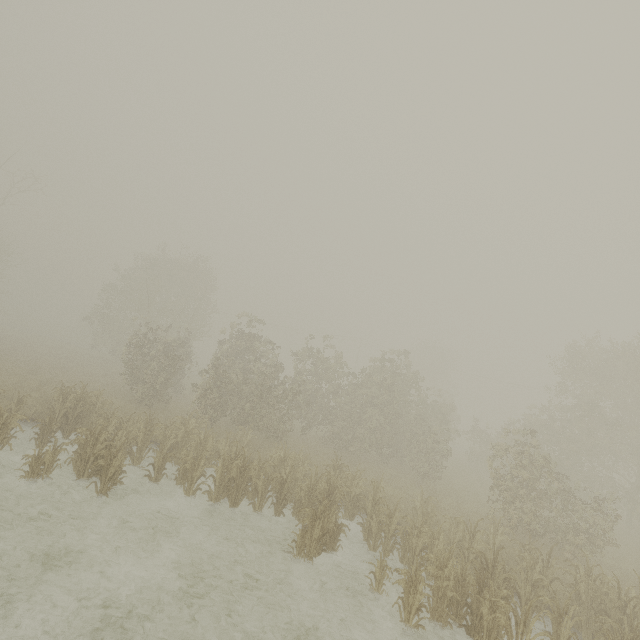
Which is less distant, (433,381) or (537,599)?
(537,599)
